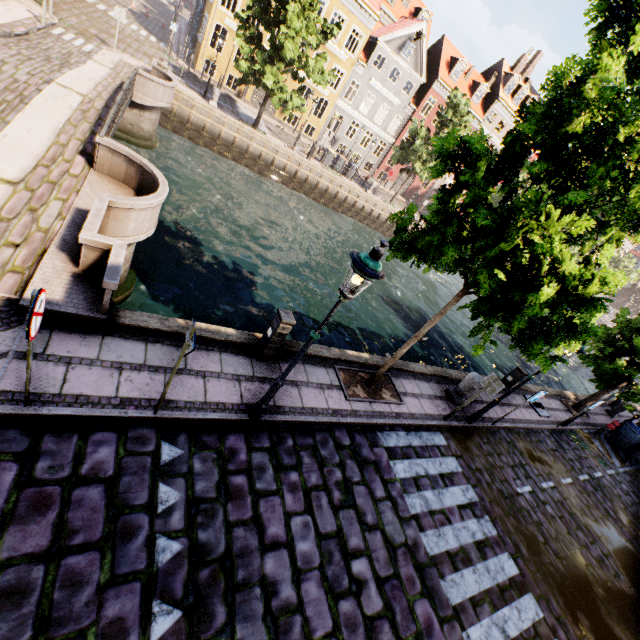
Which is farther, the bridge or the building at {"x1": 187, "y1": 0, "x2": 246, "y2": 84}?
the building at {"x1": 187, "y1": 0, "x2": 246, "y2": 84}

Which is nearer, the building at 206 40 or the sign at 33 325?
the sign at 33 325

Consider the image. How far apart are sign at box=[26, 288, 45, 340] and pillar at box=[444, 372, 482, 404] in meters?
9.8 m

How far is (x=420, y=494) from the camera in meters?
6.8

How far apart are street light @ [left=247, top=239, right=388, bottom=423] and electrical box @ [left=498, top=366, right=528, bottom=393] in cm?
1021

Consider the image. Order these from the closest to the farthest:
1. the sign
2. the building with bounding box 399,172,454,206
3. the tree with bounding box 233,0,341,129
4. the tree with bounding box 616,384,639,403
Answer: the sign, the tree with bounding box 616,384,639,403, the tree with bounding box 233,0,341,129, the building with bounding box 399,172,454,206

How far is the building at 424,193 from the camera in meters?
39.2 m

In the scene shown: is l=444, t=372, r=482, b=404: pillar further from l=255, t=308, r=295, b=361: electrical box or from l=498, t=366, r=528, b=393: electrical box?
l=255, t=308, r=295, b=361: electrical box
